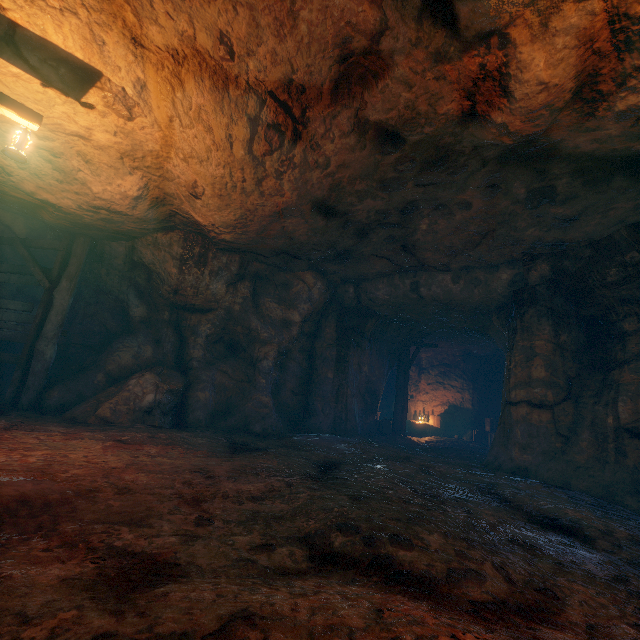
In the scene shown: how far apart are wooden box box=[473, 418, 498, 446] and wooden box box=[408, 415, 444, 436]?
1.6 meters

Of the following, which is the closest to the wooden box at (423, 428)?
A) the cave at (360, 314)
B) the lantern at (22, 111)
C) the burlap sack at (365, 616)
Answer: the cave at (360, 314)

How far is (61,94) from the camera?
4.7 meters

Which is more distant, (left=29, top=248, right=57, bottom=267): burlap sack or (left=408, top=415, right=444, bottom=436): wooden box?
(left=408, top=415, right=444, bottom=436): wooden box

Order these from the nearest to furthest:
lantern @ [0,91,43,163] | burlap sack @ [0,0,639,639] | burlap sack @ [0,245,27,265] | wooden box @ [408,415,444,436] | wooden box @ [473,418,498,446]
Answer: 1. burlap sack @ [0,0,639,639]
2. lantern @ [0,91,43,163]
3. burlap sack @ [0,245,27,265]
4. wooden box @ [473,418,498,446]
5. wooden box @ [408,415,444,436]

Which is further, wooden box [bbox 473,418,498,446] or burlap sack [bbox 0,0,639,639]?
wooden box [bbox 473,418,498,446]

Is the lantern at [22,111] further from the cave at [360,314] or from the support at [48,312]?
the cave at [360,314]

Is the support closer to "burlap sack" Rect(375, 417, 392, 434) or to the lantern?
"burlap sack" Rect(375, 417, 392, 434)
